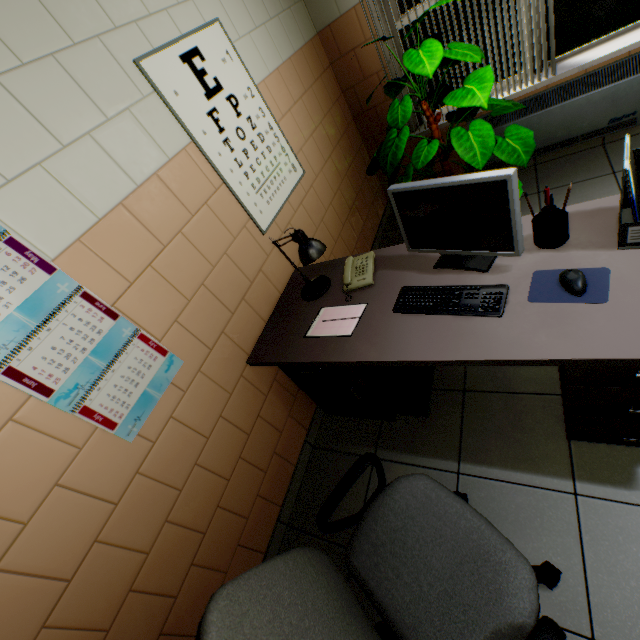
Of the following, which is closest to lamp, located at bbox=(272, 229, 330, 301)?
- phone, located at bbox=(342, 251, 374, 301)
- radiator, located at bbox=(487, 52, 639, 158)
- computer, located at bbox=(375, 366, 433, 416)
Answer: phone, located at bbox=(342, 251, 374, 301)

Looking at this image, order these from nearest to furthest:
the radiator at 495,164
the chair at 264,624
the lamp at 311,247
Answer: the chair at 264,624 < the lamp at 311,247 < the radiator at 495,164

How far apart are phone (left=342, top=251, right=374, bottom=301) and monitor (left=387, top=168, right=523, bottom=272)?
0.28m

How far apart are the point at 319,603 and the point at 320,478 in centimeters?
126cm

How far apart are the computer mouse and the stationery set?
0.12m

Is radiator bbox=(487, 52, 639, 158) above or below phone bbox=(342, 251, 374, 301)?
below

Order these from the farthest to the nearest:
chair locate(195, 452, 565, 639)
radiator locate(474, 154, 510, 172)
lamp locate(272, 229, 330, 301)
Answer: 1. radiator locate(474, 154, 510, 172)
2. lamp locate(272, 229, 330, 301)
3. chair locate(195, 452, 565, 639)

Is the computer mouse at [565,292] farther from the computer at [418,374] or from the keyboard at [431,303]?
the computer at [418,374]
